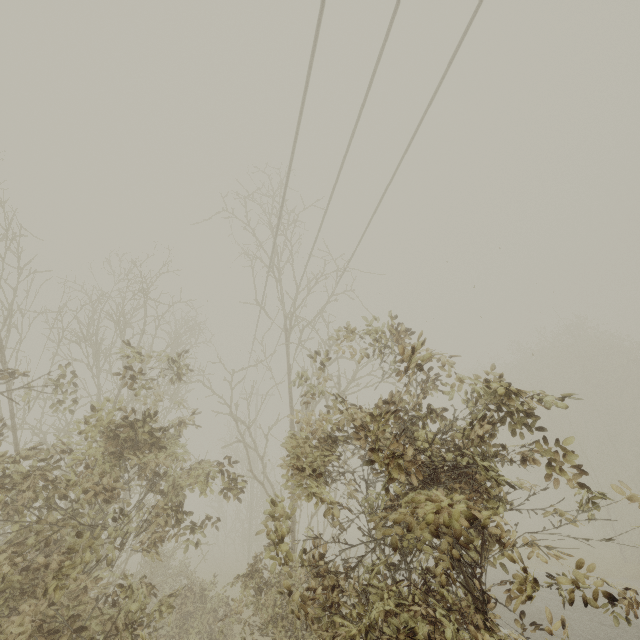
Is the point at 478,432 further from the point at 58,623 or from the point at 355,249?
the point at 355,249
